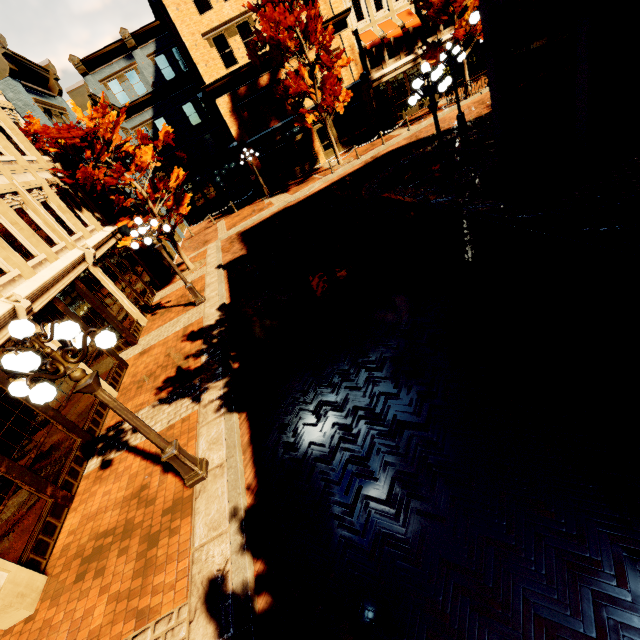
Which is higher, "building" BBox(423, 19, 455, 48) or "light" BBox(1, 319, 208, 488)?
"building" BBox(423, 19, 455, 48)

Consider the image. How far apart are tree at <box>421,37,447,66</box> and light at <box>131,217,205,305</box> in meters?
21.0 m

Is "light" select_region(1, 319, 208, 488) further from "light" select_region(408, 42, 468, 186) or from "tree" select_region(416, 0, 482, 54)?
"tree" select_region(416, 0, 482, 54)

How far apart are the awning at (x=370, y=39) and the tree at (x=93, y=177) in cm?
1941

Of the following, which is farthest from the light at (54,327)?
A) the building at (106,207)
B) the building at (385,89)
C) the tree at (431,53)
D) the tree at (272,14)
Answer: the tree at (431,53)

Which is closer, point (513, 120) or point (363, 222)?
point (513, 120)

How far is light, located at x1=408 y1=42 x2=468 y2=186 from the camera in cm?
950

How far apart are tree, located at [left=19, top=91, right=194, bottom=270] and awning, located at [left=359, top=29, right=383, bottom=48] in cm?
1941
